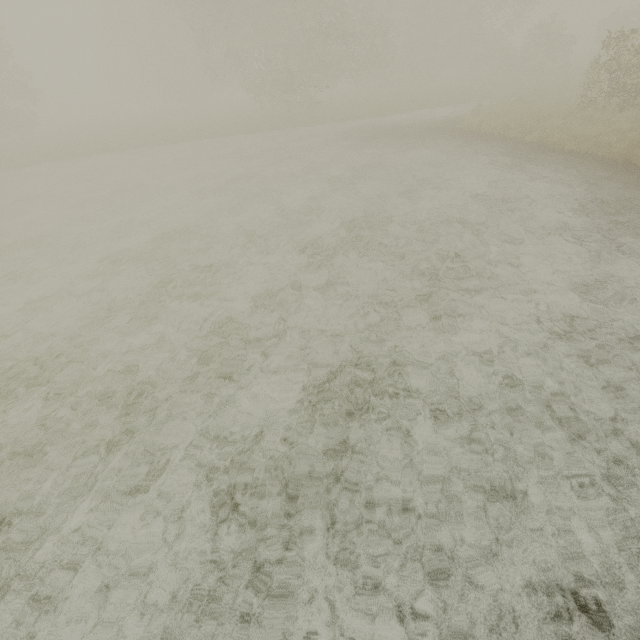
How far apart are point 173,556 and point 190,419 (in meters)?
1.55
